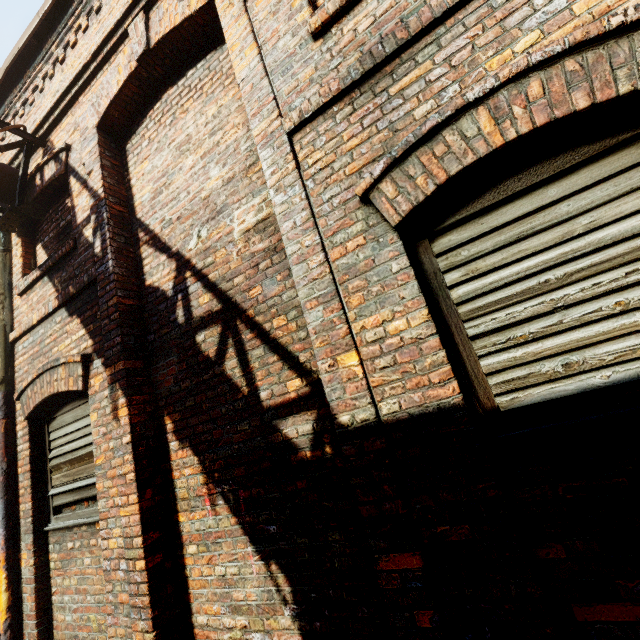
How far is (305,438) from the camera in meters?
2.2 m

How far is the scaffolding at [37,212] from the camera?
4.2 meters

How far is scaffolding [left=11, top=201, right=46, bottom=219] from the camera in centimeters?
417cm
